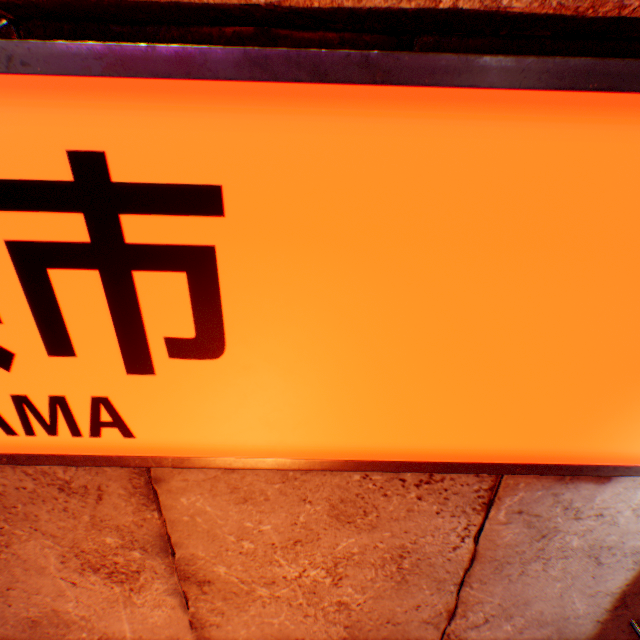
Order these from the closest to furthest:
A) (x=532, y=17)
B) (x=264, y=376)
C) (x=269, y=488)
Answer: (x=532, y=17), (x=264, y=376), (x=269, y=488)
